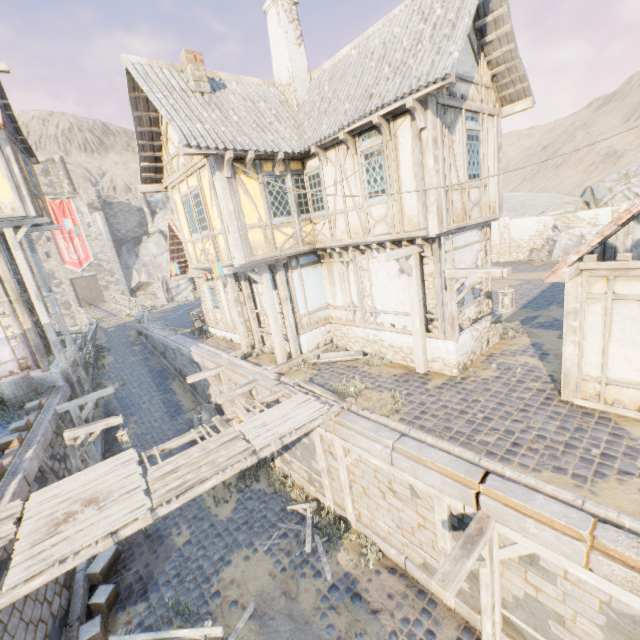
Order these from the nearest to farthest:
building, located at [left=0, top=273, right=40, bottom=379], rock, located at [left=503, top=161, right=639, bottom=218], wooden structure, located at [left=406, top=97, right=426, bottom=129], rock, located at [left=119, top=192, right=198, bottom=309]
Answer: wooden structure, located at [left=406, top=97, right=426, bottom=129] < building, located at [left=0, top=273, right=40, bottom=379] < rock, located at [left=503, top=161, right=639, bottom=218] < rock, located at [left=119, top=192, right=198, bottom=309]

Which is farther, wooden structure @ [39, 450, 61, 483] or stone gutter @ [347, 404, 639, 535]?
wooden structure @ [39, 450, 61, 483]

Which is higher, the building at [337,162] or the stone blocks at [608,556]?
the building at [337,162]

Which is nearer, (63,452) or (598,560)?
(598,560)

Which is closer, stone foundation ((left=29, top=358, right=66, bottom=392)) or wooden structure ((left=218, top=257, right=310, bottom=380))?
wooden structure ((left=218, top=257, right=310, bottom=380))

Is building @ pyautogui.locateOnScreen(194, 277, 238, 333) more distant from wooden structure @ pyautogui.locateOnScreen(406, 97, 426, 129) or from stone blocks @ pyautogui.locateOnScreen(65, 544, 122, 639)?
wooden structure @ pyautogui.locateOnScreen(406, 97, 426, 129)

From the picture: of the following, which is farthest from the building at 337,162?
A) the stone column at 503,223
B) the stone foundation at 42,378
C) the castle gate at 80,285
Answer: the castle gate at 80,285

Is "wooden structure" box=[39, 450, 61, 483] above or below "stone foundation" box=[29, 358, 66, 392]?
below
